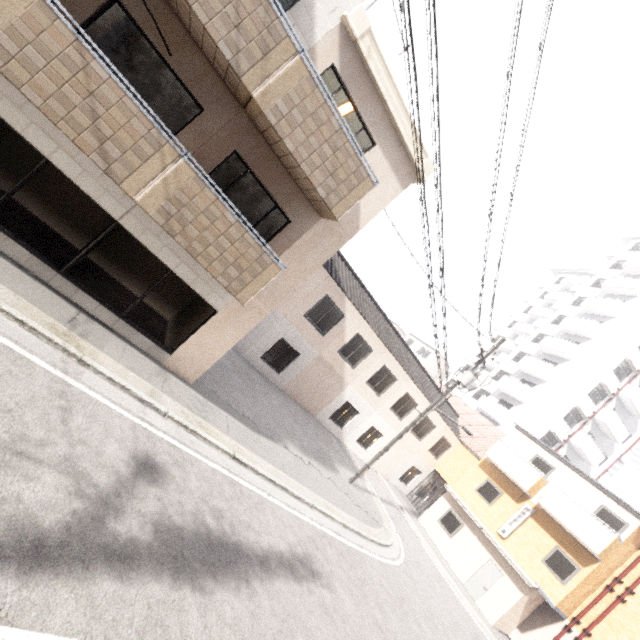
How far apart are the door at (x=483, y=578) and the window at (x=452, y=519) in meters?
1.9 m

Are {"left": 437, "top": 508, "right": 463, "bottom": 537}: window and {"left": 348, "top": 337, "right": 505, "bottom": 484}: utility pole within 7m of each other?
no

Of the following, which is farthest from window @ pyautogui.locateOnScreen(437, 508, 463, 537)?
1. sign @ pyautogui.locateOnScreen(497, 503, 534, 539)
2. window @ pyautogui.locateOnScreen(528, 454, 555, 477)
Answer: window @ pyautogui.locateOnScreen(528, 454, 555, 477)

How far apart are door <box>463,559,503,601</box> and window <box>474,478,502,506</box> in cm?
252

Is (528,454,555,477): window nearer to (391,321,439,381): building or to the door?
the door

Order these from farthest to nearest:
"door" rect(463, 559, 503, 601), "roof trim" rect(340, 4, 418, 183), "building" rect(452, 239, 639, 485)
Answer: "building" rect(452, 239, 639, 485) < "door" rect(463, 559, 503, 601) < "roof trim" rect(340, 4, 418, 183)

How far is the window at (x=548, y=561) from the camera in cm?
1558

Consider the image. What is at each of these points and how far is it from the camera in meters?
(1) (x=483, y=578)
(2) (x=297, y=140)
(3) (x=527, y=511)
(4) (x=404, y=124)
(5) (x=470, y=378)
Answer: (1) door, 17.4 m
(2) balcony, 6.7 m
(3) sign, 18.0 m
(4) roof trim, 8.3 m
(5) utility pole, 14.0 m
